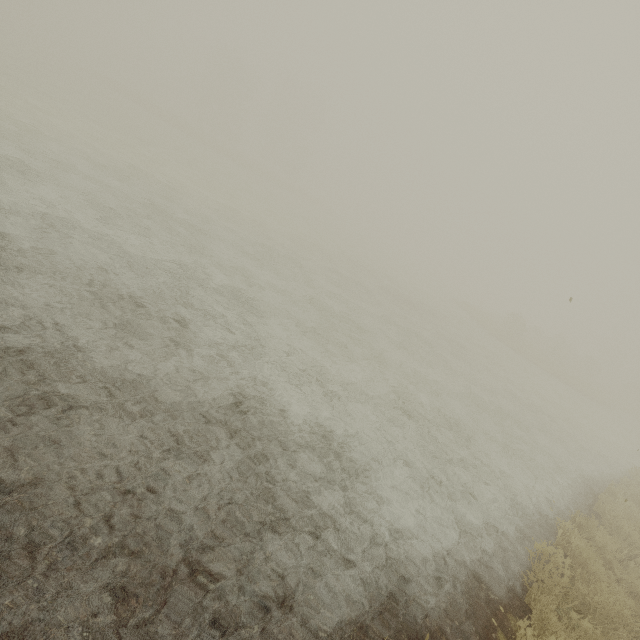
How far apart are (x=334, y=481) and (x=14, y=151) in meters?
13.3
